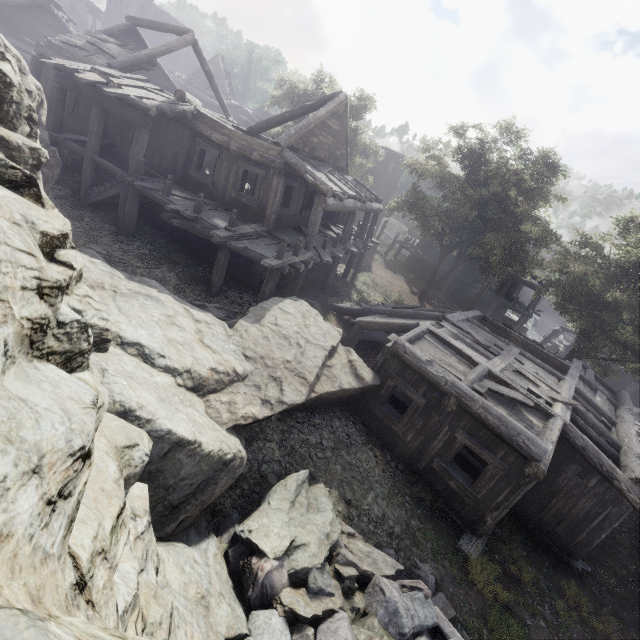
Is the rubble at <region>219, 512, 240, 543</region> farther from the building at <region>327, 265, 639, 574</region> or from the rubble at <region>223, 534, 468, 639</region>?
the building at <region>327, 265, 639, 574</region>

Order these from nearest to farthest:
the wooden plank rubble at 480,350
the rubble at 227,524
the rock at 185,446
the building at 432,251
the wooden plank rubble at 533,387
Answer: the rock at 185,446, the rubble at 227,524, the wooden plank rubble at 533,387, the wooden plank rubble at 480,350, the building at 432,251

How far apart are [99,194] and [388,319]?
13.1m

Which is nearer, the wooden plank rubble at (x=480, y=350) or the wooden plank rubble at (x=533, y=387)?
the wooden plank rubble at (x=533, y=387)

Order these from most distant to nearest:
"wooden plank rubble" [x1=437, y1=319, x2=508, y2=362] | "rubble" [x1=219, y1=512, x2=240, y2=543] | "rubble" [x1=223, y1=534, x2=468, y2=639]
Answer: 1. "wooden plank rubble" [x1=437, y1=319, x2=508, y2=362]
2. "rubble" [x1=219, y1=512, x2=240, y2=543]
3. "rubble" [x1=223, y1=534, x2=468, y2=639]

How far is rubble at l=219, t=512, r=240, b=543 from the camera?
5.6m

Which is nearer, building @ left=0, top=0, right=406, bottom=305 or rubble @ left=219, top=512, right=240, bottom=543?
rubble @ left=219, top=512, right=240, bottom=543

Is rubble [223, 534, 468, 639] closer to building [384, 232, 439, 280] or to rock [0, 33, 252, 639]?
rock [0, 33, 252, 639]
